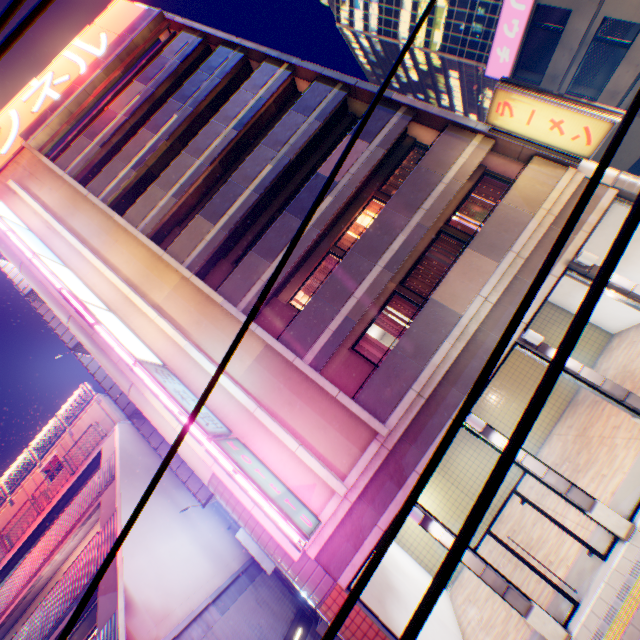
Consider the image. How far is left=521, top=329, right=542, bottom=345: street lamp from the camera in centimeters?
877cm

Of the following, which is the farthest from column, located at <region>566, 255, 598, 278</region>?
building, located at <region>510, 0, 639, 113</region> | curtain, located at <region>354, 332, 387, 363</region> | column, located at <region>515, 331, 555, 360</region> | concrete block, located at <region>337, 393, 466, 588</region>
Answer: building, located at <region>510, 0, 639, 113</region>

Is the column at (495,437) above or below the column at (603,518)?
above

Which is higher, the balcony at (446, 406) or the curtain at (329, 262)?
the curtain at (329, 262)

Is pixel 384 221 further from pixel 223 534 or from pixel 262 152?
pixel 223 534

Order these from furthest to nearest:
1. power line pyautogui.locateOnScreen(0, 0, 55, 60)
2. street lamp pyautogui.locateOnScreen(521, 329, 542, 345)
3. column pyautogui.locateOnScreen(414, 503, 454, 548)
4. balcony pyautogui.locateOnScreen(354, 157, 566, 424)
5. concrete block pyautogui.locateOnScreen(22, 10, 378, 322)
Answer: concrete block pyautogui.locateOnScreen(22, 10, 378, 322) → balcony pyautogui.locateOnScreen(354, 157, 566, 424) → street lamp pyautogui.locateOnScreen(521, 329, 542, 345) → column pyautogui.locateOnScreen(414, 503, 454, 548) → power line pyautogui.locateOnScreen(0, 0, 55, 60)

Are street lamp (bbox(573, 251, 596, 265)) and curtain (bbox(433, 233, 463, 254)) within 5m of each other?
yes

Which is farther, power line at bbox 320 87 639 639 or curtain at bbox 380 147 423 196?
curtain at bbox 380 147 423 196
